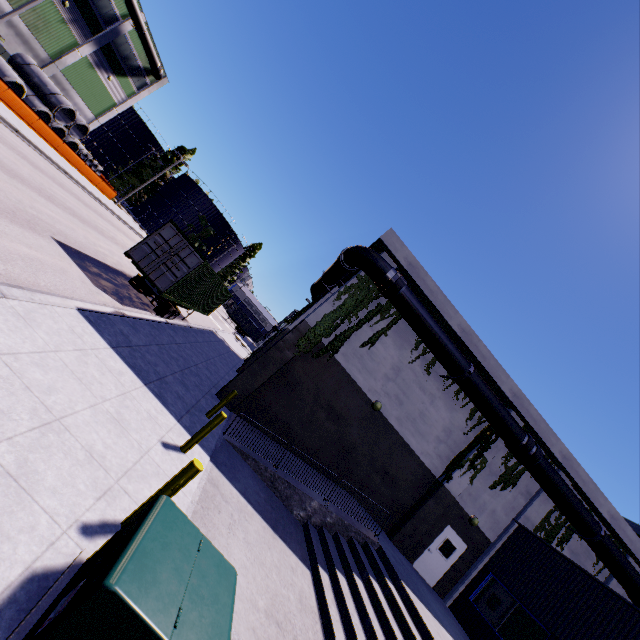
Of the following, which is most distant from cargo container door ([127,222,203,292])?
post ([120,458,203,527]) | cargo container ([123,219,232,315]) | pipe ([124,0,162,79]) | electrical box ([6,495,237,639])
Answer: pipe ([124,0,162,79])

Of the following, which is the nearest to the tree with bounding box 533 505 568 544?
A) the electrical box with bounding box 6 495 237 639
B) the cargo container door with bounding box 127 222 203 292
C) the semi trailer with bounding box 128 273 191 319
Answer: the electrical box with bounding box 6 495 237 639

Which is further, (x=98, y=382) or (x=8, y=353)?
(x=98, y=382)

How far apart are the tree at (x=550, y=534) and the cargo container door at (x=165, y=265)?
19.3m

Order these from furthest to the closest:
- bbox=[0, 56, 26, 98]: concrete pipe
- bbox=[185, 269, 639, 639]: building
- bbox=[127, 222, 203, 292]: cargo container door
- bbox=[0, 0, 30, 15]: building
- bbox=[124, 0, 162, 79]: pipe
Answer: bbox=[124, 0, 162, 79]: pipe < bbox=[0, 0, 30, 15]: building < bbox=[0, 56, 26, 98]: concrete pipe < bbox=[127, 222, 203, 292]: cargo container door < bbox=[185, 269, 639, 639]: building

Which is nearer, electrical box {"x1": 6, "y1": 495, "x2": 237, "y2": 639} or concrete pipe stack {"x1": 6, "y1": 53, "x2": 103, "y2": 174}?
electrical box {"x1": 6, "y1": 495, "x2": 237, "y2": 639}

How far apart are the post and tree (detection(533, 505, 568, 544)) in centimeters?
1837cm

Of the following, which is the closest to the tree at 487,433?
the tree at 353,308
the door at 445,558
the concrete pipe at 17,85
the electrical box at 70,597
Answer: the door at 445,558
